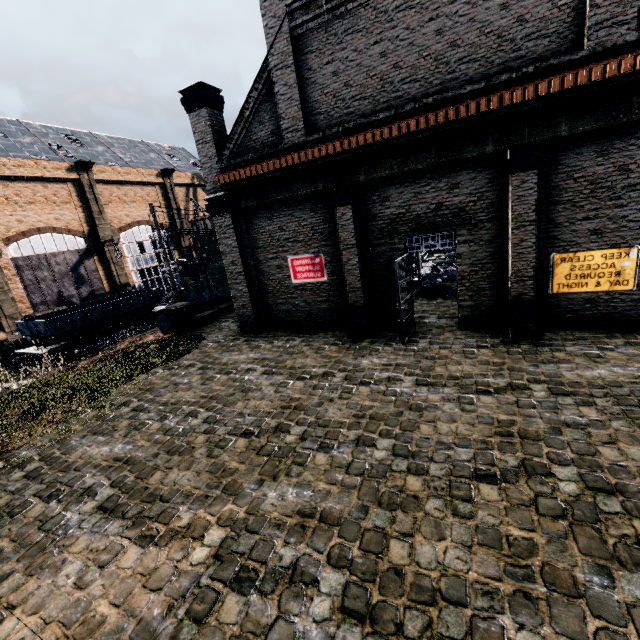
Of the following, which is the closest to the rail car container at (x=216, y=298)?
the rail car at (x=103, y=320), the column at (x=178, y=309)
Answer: the column at (x=178, y=309)

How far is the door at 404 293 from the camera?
11.8m

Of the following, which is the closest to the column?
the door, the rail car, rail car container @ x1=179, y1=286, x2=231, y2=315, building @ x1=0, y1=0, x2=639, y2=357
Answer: rail car container @ x1=179, y1=286, x2=231, y2=315

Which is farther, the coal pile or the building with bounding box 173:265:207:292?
the building with bounding box 173:265:207:292

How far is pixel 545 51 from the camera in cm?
918

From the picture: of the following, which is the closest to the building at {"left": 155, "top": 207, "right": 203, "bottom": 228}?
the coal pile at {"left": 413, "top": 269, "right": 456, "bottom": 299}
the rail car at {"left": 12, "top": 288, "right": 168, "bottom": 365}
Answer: the coal pile at {"left": 413, "top": 269, "right": 456, "bottom": 299}

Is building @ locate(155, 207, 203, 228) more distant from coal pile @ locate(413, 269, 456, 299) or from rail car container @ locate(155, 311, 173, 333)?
rail car container @ locate(155, 311, 173, 333)

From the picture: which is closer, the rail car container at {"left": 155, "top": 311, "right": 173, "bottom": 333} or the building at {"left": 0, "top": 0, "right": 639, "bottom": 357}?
the building at {"left": 0, "top": 0, "right": 639, "bottom": 357}
